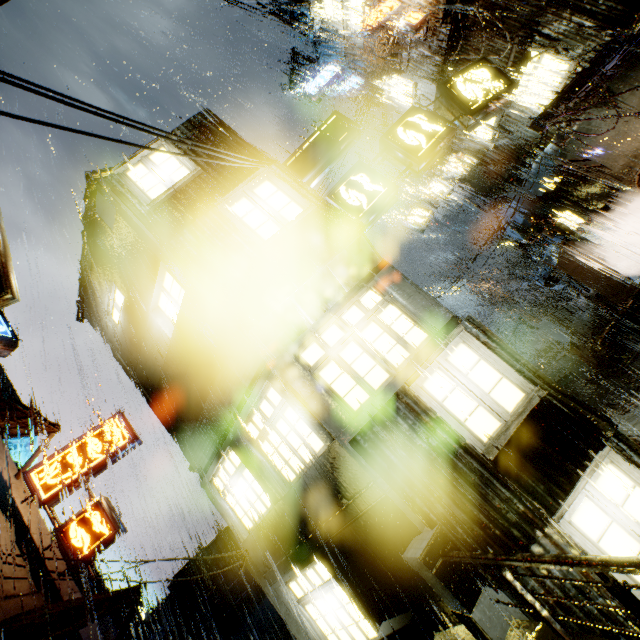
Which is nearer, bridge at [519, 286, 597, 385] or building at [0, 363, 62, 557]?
building at [0, 363, 62, 557]

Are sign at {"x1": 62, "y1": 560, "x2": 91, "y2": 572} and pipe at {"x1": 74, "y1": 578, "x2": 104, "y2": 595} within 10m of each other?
yes

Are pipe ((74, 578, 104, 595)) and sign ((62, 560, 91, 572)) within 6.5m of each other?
yes

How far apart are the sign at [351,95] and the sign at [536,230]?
14.9 meters

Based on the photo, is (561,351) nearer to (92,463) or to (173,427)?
(173,427)

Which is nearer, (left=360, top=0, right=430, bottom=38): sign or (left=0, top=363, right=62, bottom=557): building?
(left=0, top=363, right=62, bottom=557): building

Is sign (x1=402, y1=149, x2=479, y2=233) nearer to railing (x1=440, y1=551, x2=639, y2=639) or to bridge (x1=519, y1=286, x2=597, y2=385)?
bridge (x1=519, y1=286, x2=597, y2=385)

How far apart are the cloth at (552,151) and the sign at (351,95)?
13.3 meters
